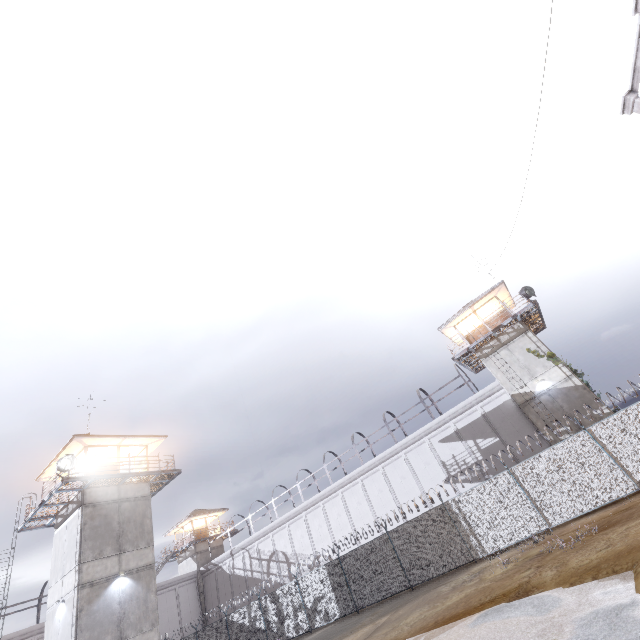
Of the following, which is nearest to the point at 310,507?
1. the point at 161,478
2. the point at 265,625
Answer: the point at 265,625

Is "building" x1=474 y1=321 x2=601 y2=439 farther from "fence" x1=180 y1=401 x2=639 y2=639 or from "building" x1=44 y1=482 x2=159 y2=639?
"building" x1=44 y1=482 x2=159 y2=639

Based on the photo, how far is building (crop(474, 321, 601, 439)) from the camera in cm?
2118

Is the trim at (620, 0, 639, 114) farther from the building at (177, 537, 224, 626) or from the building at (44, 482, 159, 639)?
the building at (177, 537, 224, 626)

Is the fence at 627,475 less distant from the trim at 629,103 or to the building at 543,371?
the trim at 629,103

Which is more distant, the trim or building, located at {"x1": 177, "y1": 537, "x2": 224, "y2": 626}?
building, located at {"x1": 177, "y1": 537, "x2": 224, "y2": 626}

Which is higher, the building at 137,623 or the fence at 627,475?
the building at 137,623

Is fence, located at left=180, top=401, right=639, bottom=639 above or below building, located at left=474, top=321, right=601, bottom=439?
below
